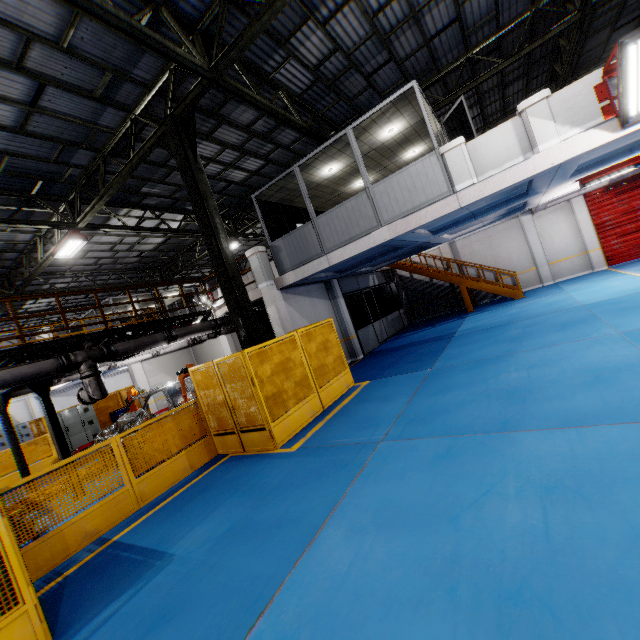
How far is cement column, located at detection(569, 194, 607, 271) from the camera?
15.6 meters

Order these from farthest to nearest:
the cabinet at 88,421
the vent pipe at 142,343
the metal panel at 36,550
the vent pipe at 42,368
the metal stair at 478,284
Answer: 1. the metal stair at 478,284
2. the cabinet at 88,421
3. the vent pipe at 142,343
4. the vent pipe at 42,368
5. the metal panel at 36,550

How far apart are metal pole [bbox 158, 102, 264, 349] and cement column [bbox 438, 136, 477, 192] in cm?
563

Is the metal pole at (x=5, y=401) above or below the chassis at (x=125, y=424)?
above

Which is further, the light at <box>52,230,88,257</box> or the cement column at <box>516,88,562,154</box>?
the light at <box>52,230,88,257</box>

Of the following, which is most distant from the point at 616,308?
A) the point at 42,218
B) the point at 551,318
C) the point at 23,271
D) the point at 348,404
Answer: the point at 23,271

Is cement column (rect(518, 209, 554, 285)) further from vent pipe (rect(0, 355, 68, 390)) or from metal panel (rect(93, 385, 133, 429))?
vent pipe (rect(0, 355, 68, 390))

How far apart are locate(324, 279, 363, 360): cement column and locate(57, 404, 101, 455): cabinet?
13.4 meters
